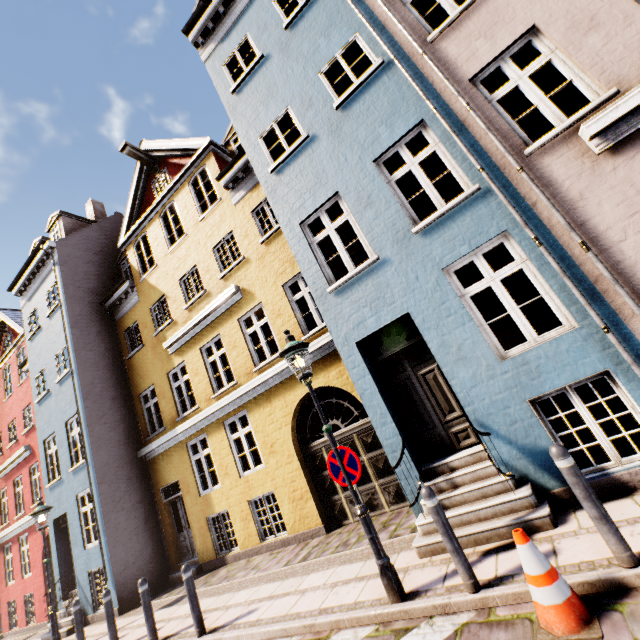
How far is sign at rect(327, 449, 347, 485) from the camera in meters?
4.5

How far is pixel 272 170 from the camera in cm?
765

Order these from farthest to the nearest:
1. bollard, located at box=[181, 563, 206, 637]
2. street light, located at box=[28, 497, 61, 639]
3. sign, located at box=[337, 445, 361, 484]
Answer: street light, located at box=[28, 497, 61, 639] < bollard, located at box=[181, 563, 206, 637] < sign, located at box=[337, 445, 361, 484]

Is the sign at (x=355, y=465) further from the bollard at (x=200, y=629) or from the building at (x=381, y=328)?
the bollard at (x=200, y=629)

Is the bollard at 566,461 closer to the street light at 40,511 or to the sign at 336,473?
the sign at 336,473

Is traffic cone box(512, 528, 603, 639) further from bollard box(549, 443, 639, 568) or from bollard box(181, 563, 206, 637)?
bollard box(181, 563, 206, 637)

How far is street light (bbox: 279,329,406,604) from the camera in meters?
4.0 m
